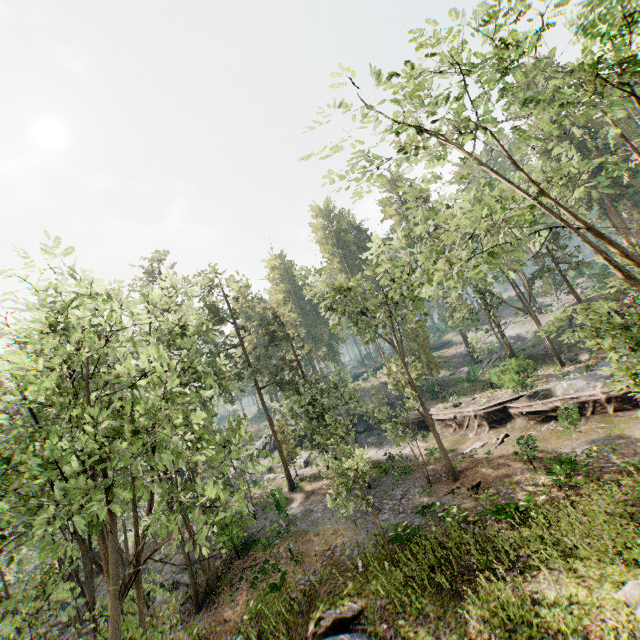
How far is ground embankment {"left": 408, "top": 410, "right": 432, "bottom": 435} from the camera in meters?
33.3 m

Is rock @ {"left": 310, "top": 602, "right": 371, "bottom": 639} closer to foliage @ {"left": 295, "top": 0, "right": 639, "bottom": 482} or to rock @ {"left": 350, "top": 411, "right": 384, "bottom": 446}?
foliage @ {"left": 295, "top": 0, "right": 639, "bottom": 482}

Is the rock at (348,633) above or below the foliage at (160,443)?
below

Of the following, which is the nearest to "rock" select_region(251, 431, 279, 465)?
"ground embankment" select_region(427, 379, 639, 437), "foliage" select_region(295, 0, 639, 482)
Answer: "ground embankment" select_region(427, 379, 639, 437)

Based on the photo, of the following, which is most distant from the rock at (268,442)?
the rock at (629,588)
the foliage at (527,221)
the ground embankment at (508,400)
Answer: the rock at (629,588)

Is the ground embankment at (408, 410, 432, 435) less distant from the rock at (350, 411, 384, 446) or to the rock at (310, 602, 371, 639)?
the rock at (350, 411, 384, 446)

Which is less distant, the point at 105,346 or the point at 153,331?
the point at 105,346
